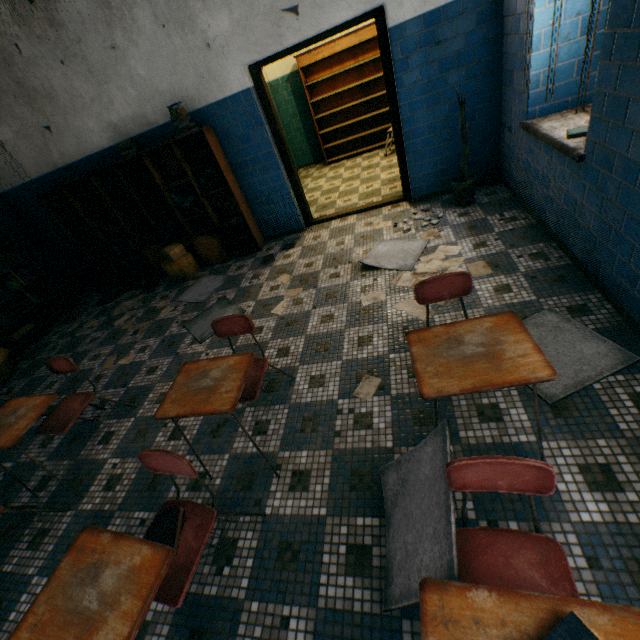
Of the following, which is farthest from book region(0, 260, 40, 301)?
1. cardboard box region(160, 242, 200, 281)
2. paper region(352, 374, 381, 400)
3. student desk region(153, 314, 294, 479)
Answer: paper region(352, 374, 381, 400)

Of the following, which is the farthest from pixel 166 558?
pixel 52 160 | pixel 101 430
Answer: pixel 52 160

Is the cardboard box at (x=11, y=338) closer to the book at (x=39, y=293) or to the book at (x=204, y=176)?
the book at (x=39, y=293)

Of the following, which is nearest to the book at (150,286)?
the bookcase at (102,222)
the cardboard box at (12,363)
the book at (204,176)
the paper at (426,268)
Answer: the bookcase at (102,222)

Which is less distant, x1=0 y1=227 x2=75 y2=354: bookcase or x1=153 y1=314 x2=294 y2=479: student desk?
x1=153 y1=314 x2=294 y2=479: student desk

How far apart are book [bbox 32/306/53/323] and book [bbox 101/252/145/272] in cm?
118

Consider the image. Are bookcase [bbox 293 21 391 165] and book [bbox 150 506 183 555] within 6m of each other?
no

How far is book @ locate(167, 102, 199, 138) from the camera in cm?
401
